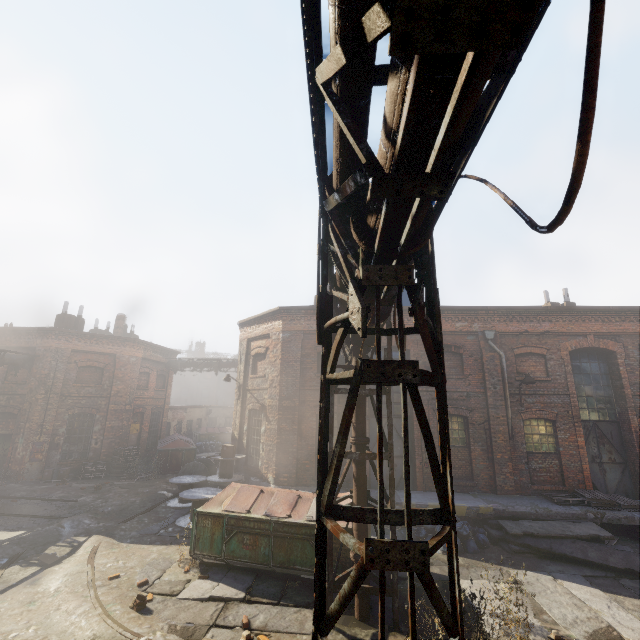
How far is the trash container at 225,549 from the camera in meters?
7.8 m

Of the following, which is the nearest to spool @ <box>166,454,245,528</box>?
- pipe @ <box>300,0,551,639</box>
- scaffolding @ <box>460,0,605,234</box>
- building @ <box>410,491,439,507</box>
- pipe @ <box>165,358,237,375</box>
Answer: building @ <box>410,491,439,507</box>

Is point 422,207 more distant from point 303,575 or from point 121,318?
point 121,318

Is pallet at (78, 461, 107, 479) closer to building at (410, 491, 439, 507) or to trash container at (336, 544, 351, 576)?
building at (410, 491, 439, 507)

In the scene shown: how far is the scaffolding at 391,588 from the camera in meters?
6.1

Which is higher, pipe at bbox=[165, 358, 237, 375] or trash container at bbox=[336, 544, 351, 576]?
pipe at bbox=[165, 358, 237, 375]

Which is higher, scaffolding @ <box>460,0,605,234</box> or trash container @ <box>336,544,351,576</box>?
scaffolding @ <box>460,0,605,234</box>

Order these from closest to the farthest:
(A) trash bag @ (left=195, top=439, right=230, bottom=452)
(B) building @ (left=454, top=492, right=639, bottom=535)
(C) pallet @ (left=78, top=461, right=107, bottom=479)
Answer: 1. (B) building @ (left=454, top=492, right=639, bottom=535)
2. (C) pallet @ (left=78, top=461, right=107, bottom=479)
3. (A) trash bag @ (left=195, top=439, right=230, bottom=452)
